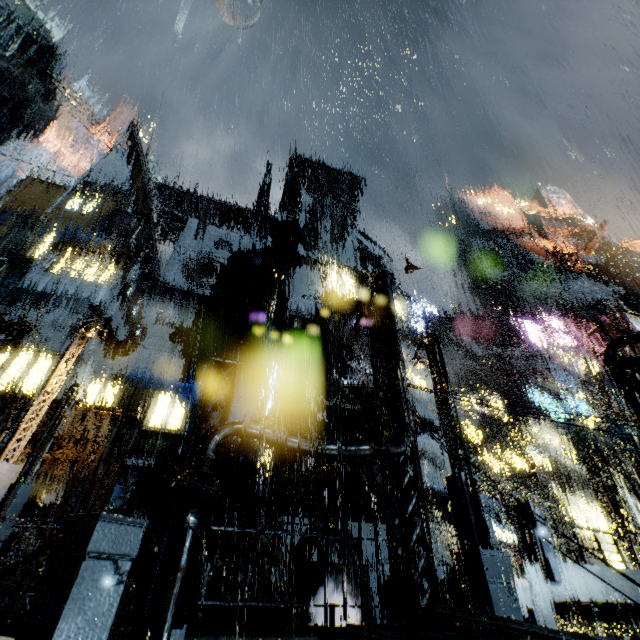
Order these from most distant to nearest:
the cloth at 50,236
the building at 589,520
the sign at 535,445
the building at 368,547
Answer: the sign at 535,445 < the cloth at 50,236 < the building at 589,520 < the building at 368,547

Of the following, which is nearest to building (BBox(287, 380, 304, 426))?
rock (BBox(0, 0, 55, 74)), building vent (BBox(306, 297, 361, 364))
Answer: building vent (BBox(306, 297, 361, 364))

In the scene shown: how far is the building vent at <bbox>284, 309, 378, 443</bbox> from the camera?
17.3 meters

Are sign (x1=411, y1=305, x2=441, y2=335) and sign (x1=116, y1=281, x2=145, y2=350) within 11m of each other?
no

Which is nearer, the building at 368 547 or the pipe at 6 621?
A: the pipe at 6 621

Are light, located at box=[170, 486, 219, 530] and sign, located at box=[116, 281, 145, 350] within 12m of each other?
no

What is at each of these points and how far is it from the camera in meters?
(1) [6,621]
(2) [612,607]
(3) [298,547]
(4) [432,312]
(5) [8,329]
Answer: (1) pipe, 6.4
(2) building, 8.2
(3) building, 15.7
(4) sign, 33.3
(5) scaffolding, 23.5

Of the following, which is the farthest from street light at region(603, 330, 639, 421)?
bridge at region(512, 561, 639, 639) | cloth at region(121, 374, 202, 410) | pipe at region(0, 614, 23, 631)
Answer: cloth at region(121, 374, 202, 410)
